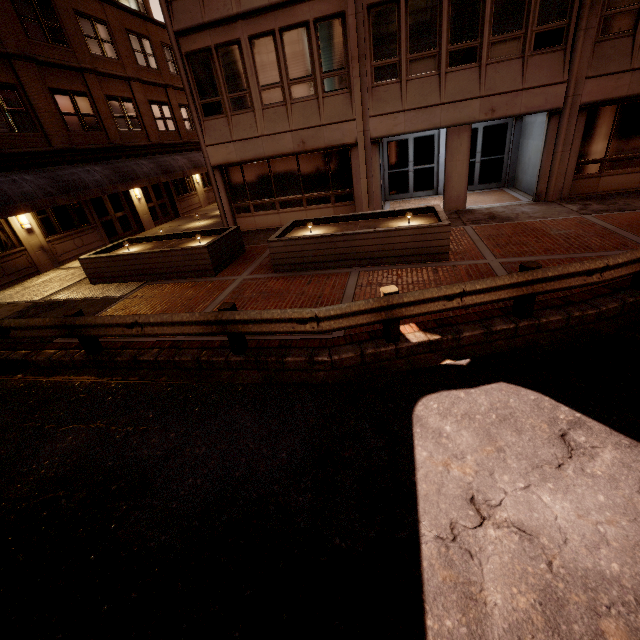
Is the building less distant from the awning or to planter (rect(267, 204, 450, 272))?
planter (rect(267, 204, 450, 272))

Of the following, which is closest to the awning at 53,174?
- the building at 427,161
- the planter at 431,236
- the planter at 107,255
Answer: the planter at 107,255

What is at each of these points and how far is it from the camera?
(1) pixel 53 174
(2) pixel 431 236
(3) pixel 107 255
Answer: (1) awning, 13.66m
(2) planter, 8.34m
(3) planter, 10.67m

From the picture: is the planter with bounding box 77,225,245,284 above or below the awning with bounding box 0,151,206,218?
below

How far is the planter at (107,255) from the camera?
10.15m

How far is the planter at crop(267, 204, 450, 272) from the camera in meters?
8.4

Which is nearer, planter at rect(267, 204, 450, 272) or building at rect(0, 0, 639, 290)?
planter at rect(267, 204, 450, 272)

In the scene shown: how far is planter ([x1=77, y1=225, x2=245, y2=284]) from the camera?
10.15m
